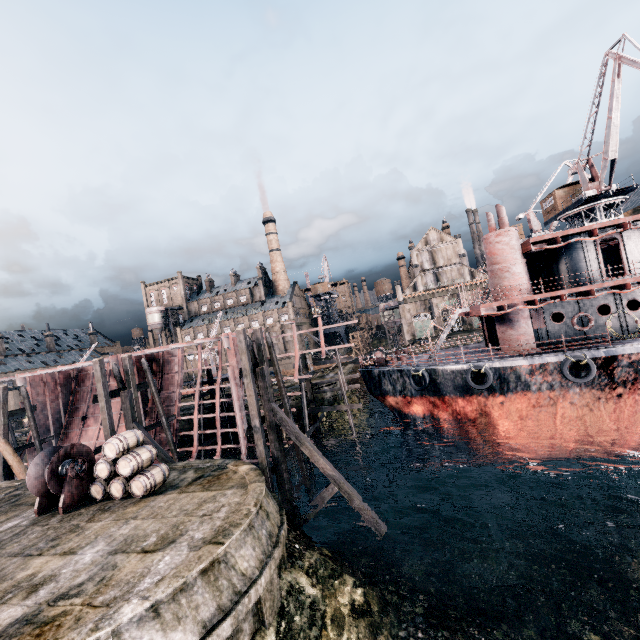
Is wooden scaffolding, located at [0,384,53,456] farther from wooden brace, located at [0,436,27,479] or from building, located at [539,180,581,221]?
building, located at [539,180,581,221]

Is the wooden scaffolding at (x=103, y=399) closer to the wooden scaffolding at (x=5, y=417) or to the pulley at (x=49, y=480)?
the pulley at (x=49, y=480)

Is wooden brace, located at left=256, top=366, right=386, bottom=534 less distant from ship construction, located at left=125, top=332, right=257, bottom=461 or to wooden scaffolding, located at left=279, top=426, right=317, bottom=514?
wooden scaffolding, located at left=279, top=426, right=317, bottom=514

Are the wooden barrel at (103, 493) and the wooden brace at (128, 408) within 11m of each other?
yes

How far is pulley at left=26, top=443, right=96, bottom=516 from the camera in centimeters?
1371cm

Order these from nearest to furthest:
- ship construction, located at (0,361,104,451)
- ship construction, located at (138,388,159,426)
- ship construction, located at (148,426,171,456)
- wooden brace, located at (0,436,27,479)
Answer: wooden brace, located at (0,436,27,479)
ship construction, located at (148,426,171,456)
ship construction, located at (138,388,159,426)
ship construction, located at (0,361,104,451)

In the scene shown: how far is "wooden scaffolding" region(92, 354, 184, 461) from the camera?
18.17m

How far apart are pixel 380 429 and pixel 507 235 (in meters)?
20.14
